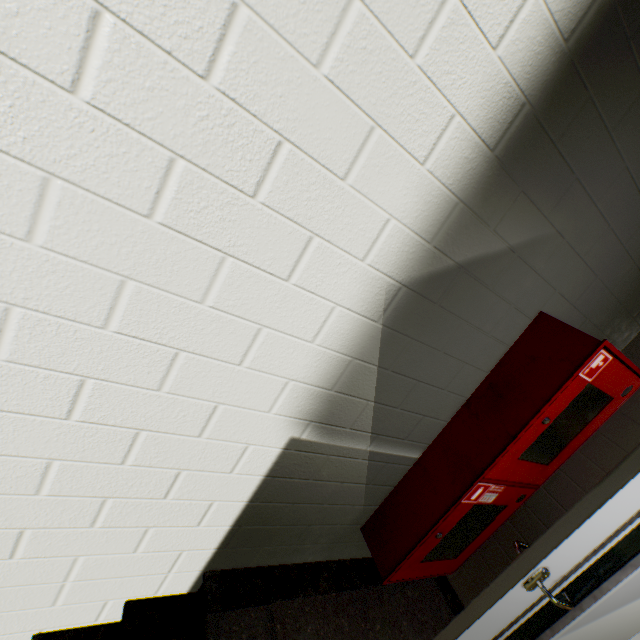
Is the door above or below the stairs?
above

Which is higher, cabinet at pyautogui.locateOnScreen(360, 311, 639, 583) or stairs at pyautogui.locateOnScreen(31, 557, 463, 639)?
cabinet at pyautogui.locateOnScreen(360, 311, 639, 583)

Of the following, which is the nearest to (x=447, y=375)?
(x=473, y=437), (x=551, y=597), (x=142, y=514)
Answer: (x=473, y=437)

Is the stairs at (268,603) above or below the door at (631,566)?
below

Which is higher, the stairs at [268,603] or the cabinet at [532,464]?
the cabinet at [532,464]
